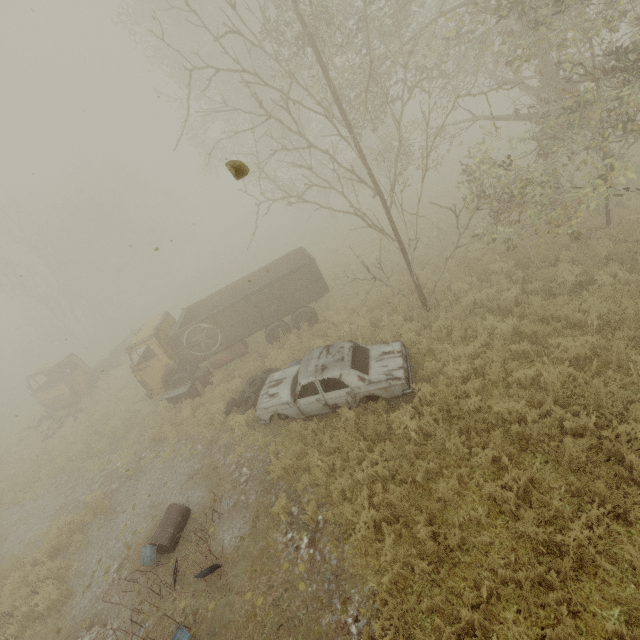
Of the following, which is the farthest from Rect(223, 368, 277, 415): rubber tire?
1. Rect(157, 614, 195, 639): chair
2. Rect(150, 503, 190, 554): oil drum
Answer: Rect(157, 614, 195, 639): chair

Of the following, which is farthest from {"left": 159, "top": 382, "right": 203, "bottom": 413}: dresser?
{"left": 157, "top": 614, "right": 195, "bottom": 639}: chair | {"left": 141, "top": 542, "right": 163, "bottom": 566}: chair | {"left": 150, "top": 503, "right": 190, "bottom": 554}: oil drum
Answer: {"left": 157, "top": 614, "right": 195, "bottom": 639}: chair

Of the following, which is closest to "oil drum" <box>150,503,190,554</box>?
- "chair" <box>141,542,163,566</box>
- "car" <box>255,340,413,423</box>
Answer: "chair" <box>141,542,163,566</box>

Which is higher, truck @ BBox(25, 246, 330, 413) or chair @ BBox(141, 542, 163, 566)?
truck @ BBox(25, 246, 330, 413)

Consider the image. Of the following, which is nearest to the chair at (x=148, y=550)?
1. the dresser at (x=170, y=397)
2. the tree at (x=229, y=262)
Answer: the dresser at (x=170, y=397)

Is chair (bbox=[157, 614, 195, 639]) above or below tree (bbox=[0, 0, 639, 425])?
below

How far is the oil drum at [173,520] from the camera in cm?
700

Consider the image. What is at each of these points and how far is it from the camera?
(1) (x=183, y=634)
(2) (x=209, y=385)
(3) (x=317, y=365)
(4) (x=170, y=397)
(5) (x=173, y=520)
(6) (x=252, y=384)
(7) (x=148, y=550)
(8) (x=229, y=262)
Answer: (1) chair, 5.18m
(2) oil drum, 11.94m
(3) car, 8.22m
(4) dresser, 11.83m
(5) oil drum, 7.32m
(6) rubber tire, 10.96m
(7) chair, 6.73m
(8) tree, 29.81m
